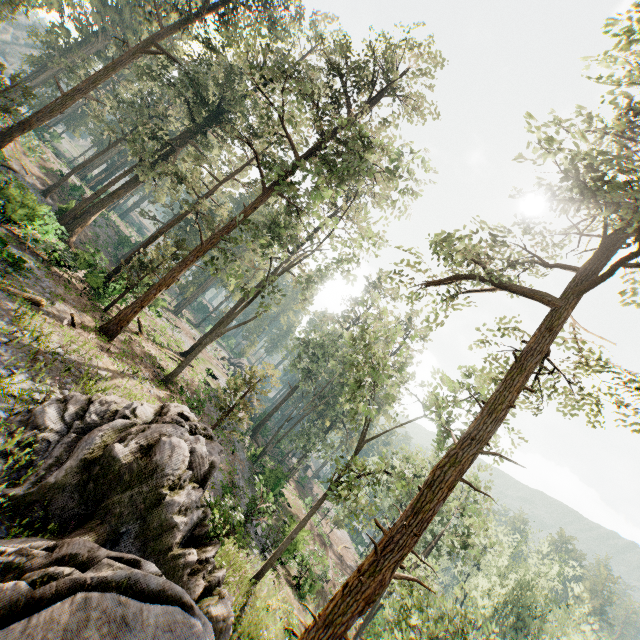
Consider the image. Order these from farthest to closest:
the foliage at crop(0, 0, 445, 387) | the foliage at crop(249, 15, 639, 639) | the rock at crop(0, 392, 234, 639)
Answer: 1. the foliage at crop(0, 0, 445, 387)
2. the foliage at crop(249, 15, 639, 639)
3. the rock at crop(0, 392, 234, 639)

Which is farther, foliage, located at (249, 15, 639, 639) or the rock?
foliage, located at (249, 15, 639, 639)

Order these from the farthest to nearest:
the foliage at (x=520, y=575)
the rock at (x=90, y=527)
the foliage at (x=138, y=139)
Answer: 1. the foliage at (x=138, y=139)
2. the foliage at (x=520, y=575)
3. the rock at (x=90, y=527)

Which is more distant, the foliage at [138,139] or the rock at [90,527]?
the foliage at [138,139]

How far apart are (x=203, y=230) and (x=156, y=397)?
39.7m

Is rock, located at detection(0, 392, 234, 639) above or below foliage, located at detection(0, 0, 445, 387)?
below

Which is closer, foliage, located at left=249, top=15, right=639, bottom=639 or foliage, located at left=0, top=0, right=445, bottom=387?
foliage, located at left=249, top=15, right=639, bottom=639
